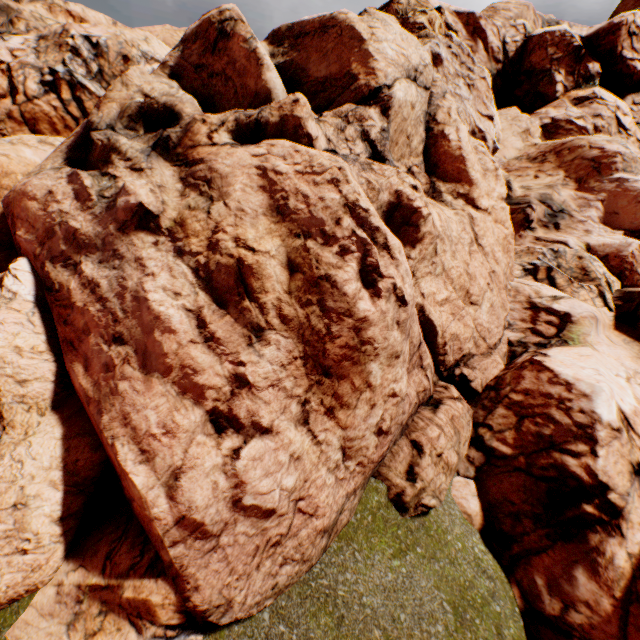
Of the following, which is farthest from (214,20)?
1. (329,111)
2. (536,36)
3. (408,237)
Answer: (536,36)
